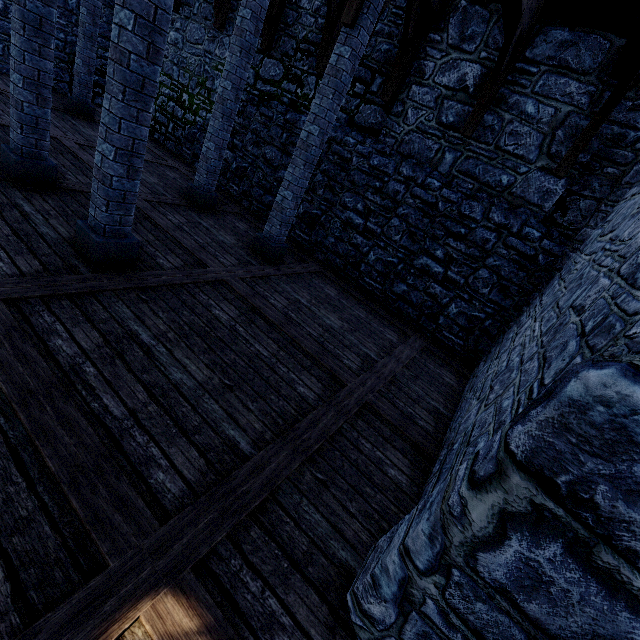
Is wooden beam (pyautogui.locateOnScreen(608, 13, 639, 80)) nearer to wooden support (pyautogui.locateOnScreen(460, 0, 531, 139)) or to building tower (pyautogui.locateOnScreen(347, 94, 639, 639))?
building tower (pyautogui.locateOnScreen(347, 94, 639, 639))

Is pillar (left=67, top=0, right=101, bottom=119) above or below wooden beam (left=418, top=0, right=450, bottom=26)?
below

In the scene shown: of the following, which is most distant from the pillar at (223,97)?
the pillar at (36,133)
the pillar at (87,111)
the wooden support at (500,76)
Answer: the pillar at (87,111)

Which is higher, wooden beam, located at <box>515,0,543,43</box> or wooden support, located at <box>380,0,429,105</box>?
wooden beam, located at <box>515,0,543,43</box>

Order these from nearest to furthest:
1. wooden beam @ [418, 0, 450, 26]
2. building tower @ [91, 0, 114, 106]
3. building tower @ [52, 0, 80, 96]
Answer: wooden beam @ [418, 0, 450, 26]
building tower @ [52, 0, 80, 96]
building tower @ [91, 0, 114, 106]

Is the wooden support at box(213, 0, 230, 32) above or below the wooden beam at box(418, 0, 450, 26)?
below

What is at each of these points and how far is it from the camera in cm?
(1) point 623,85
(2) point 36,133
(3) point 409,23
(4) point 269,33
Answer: (1) wooden support, 485
(2) pillar, 480
(3) wooden support, 624
(4) wooden support, 838

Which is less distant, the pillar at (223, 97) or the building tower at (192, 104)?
the pillar at (223, 97)
